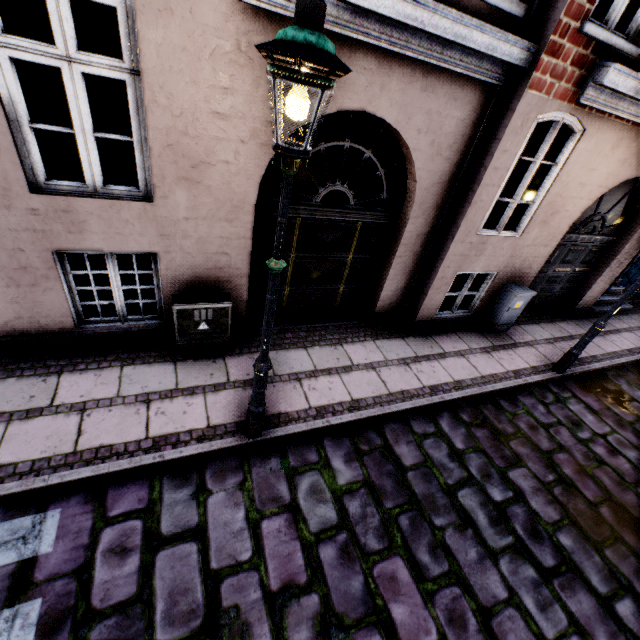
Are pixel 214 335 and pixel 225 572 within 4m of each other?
yes

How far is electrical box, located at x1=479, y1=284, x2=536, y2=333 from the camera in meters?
6.4

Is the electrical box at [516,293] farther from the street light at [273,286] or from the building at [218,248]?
the street light at [273,286]

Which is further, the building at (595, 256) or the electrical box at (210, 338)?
the electrical box at (210, 338)

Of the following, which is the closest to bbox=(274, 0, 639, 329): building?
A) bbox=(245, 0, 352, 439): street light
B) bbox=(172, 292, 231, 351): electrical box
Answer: bbox=(172, 292, 231, 351): electrical box

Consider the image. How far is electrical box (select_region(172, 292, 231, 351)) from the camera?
4.38m

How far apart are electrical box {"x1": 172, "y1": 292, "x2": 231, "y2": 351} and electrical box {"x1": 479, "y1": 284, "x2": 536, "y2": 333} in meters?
5.4 m
